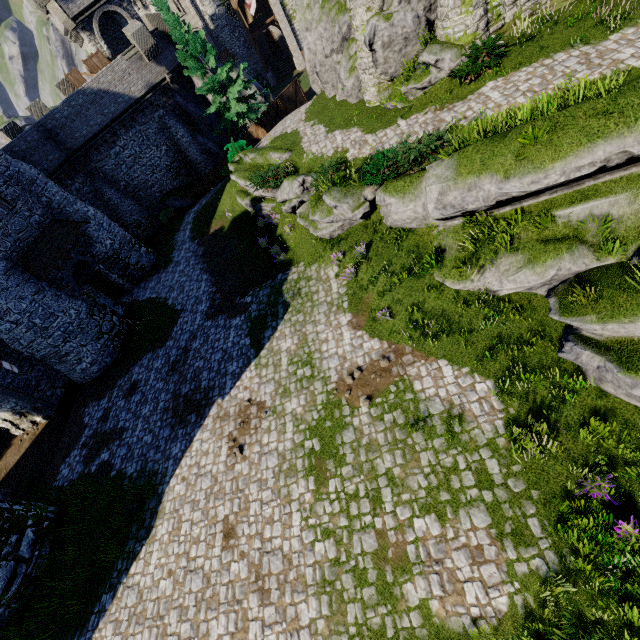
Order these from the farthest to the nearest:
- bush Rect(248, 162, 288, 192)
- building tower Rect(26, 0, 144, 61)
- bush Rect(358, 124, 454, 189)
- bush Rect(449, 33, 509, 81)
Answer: building tower Rect(26, 0, 144, 61), bush Rect(248, 162, 288, 192), bush Rect(449, 33, 509, 81), bush Rect(358, 124, 454, 189)

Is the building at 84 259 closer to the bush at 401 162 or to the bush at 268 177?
the bush at 268 177

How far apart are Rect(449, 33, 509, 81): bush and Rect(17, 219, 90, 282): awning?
22.58m

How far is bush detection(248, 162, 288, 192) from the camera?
17.73m

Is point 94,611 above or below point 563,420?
below

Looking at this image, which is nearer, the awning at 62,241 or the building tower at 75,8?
the awning at 62,241

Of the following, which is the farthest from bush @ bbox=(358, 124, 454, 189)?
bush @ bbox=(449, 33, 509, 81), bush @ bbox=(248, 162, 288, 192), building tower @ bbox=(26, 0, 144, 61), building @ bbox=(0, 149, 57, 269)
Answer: building tower @ bbox=(26, 0, 144, 61)

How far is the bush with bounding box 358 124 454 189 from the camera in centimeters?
1142cm
